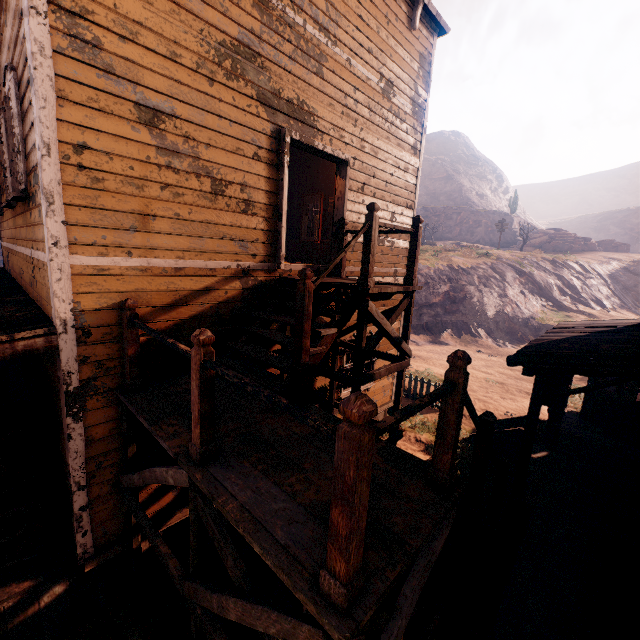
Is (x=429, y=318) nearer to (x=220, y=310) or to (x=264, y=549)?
(x=220, y=310)

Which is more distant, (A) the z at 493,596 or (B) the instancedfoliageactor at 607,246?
(B) the instancedfoliageactor at 607,246

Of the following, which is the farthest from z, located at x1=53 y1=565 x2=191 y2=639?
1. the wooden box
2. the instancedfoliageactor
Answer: the instancedfoliageactor

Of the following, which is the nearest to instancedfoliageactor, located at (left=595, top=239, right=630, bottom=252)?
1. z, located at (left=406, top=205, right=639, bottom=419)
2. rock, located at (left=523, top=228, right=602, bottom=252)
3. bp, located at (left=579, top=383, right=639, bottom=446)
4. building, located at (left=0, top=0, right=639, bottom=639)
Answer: rock, located at (left=523, top=228, right=602, bottom=252)

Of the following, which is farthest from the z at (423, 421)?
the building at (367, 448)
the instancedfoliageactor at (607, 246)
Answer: the instancedfoliageactor at (607, 246)

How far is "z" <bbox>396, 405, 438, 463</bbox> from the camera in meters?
9.1

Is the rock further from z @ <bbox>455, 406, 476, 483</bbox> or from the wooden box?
the wooden box

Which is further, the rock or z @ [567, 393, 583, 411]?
the rock
